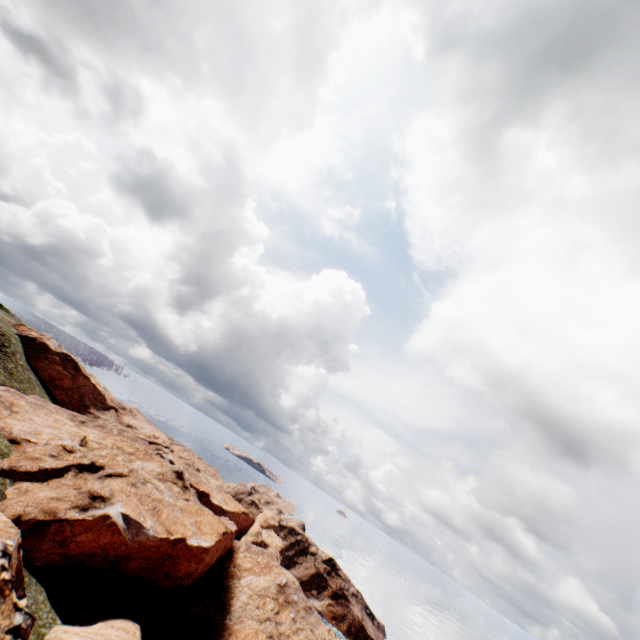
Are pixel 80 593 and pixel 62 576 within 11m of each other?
yes

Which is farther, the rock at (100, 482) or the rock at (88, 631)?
the rock at (100, 482)

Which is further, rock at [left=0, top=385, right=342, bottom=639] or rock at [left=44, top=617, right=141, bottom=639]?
rock at [left=0, top=385, right=342, bottom=639]
